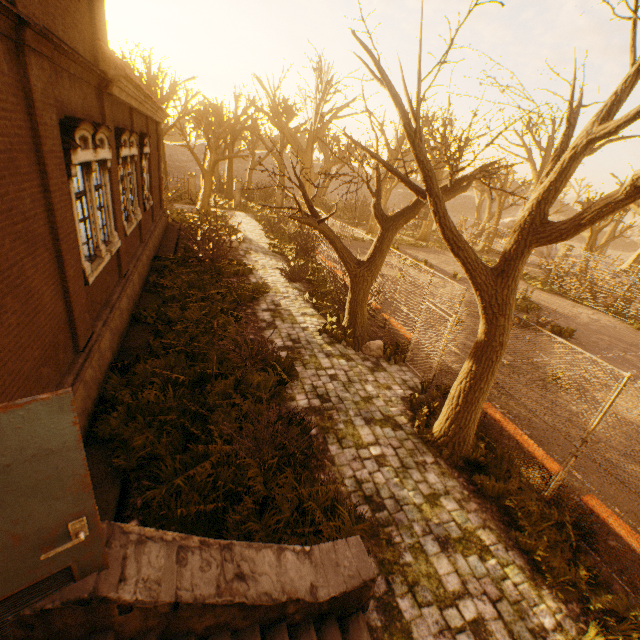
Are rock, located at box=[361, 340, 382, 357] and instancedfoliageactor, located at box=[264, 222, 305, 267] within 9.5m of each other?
no

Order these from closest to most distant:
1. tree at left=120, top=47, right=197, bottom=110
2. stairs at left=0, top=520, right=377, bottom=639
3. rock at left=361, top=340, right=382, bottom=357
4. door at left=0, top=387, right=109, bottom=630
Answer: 1. door at left=0, top=387, right=109, bottom=630
2. stairs at left=0, top=520, right=377, bottom=639
3. rock at left=361, top=340, right=382, bottom=357
4. tree at left=120, top=47, right=197, bottom=110

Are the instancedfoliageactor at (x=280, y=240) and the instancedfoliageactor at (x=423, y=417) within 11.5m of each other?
no

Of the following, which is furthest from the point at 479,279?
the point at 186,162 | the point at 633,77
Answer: the point at 186,162

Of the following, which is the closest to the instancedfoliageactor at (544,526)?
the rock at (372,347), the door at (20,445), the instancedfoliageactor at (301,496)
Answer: the instancedfoliageactor at (301,496)

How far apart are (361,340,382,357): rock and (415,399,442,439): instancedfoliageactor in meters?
2.3 m

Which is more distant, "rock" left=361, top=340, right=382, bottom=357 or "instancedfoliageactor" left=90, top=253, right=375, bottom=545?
"rock" left=361, top=340, right=382, bottom=357

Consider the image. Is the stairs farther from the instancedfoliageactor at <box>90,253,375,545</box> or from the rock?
the rock
